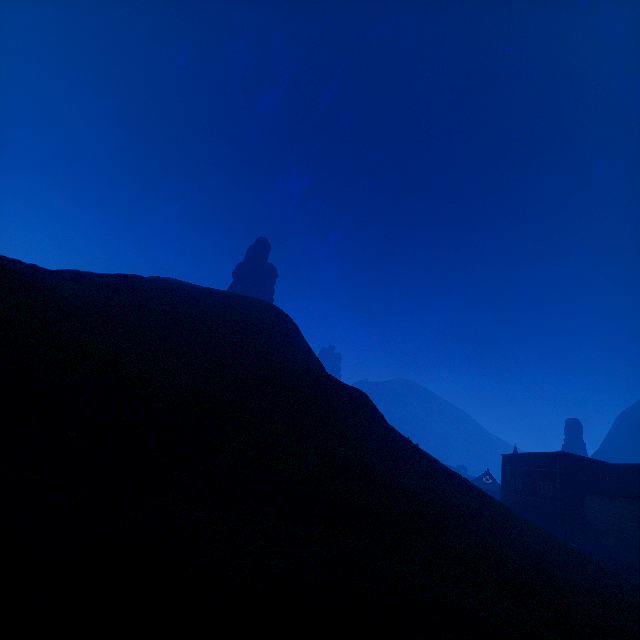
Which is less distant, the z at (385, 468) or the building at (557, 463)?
the z at (385, 468)

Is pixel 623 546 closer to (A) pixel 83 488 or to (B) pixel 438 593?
(B) pixel 438 593

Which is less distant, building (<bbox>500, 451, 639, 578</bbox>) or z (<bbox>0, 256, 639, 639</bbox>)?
z (<bbox>0, 256, 639, 639</bbox>)
